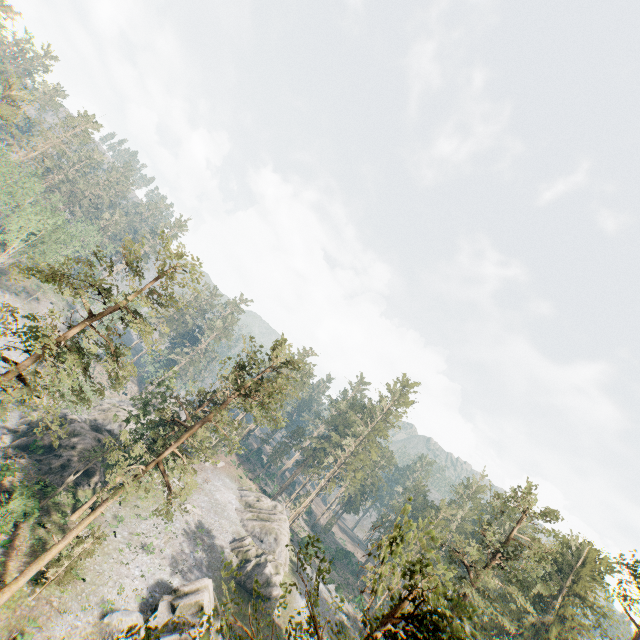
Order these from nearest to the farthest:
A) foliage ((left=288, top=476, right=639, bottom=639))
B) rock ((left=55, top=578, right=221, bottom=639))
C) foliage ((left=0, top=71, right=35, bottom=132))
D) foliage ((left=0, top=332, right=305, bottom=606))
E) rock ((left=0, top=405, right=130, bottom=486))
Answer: foliage ((left=288, top=476, right=639, bottom=639)), foliage ((left=0, top=332, right=305, bottom=606)), rock ((left=55, top=578, right=221, bottom=639)), rock ((left=0, top=405, right=130, bottom=486)), foliage ((left=0, top=71, right=35, bottom=132))

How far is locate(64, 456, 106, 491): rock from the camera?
37.14m

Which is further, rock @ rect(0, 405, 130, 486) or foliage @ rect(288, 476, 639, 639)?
rock @ rect(0, 405, 130, 486)

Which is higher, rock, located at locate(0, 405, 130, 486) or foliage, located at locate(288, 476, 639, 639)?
foliage, located at locate(288, 476, 639, 639)

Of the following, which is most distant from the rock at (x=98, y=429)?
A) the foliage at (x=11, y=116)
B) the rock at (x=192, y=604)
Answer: the rock at (x=192, y=604)

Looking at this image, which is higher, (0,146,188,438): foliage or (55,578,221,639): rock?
(0,146,188,438): foliage

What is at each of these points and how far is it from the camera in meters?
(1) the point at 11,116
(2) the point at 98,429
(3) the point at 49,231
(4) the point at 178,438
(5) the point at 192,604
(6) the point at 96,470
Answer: (1) foliage, 51.5 m
(2) rock, 42.5 m
(3) foliage, 57.1 m
(4) foliage, 26.6 m
(5) rock, 28.9 m
(6) rock, 39.2 m
